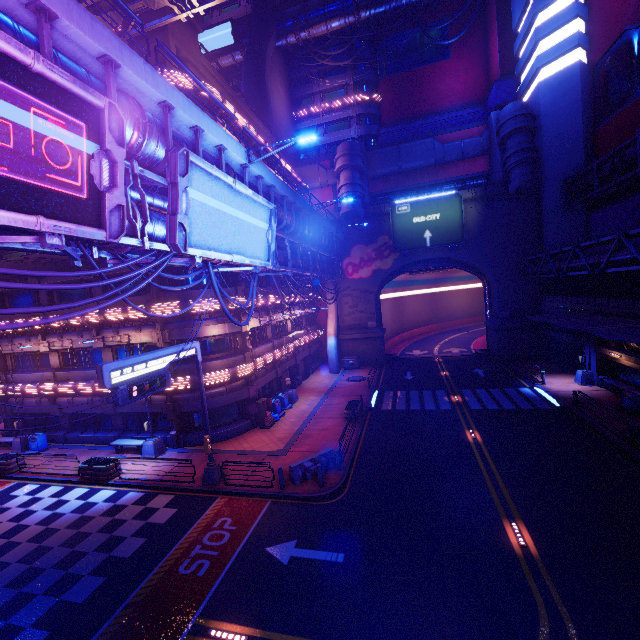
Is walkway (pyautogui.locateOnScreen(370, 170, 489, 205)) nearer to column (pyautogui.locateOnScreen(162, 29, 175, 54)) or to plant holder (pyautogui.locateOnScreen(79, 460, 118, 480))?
column (pyautogui.locateOnScreen(162, 29, 175, 54))

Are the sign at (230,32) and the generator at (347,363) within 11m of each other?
no

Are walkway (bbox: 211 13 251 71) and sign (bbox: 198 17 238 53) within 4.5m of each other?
yes

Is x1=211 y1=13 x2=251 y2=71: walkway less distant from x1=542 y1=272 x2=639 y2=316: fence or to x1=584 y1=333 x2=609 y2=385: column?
x1=542 y1=272 x2=639 y2=316: fence

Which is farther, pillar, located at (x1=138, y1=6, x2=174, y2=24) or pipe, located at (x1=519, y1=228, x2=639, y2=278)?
pillar, located at (x1=138, y1=6, x2=174, y2=24)

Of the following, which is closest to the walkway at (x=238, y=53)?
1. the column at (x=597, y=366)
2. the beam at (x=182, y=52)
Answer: the beam at (x=182, y=52)

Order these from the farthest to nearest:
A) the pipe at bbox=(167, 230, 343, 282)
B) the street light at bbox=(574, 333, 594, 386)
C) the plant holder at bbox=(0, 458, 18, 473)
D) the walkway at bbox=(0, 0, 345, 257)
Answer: the street light at bbox=(574, 333, 594, 386) → the plant holder at bbox=(0, 458, 18, 473) → the pipe at bbox=(167, 230, 343, 282) → the walkway at bbox=(0, 0, 345, 257)

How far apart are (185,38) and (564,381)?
38.1 meters
